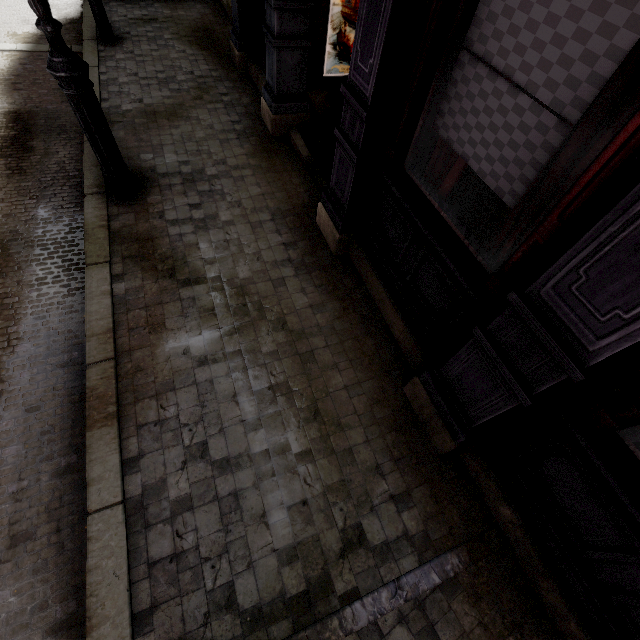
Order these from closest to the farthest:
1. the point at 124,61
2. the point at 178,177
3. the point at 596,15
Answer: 1. the point at 596,15
2. the point at 178,177
3. the point at 124,61

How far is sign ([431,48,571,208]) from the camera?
1.78m

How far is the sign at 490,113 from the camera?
1.8m

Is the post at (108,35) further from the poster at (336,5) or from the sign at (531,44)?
the sign at (531,44)

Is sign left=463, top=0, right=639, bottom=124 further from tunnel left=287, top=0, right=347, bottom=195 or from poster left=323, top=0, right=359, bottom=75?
poster left=323, top=0, right=359, bottom=75

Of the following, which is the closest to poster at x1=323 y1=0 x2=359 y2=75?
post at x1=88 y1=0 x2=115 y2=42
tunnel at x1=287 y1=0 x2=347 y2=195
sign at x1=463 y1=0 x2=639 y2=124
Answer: tunnel at x1=287 y1=0 x2=347 y2=195

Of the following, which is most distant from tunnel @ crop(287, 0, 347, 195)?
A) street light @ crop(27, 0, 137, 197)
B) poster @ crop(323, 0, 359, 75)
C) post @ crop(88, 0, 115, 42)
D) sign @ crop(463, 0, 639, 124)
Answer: post @ crop(88, 0, 115, 42)

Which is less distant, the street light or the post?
the street light
